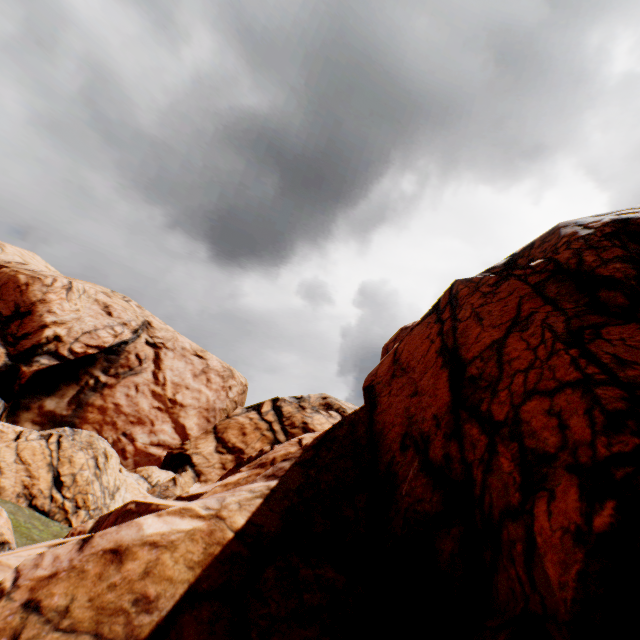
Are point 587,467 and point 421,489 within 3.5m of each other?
no
